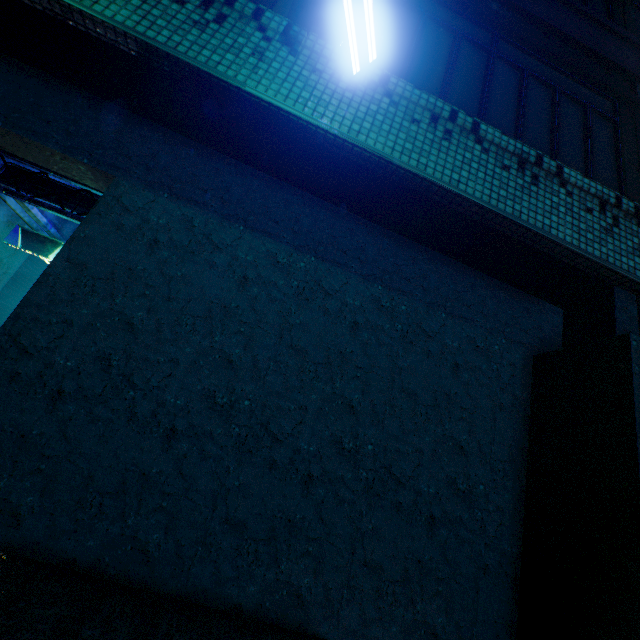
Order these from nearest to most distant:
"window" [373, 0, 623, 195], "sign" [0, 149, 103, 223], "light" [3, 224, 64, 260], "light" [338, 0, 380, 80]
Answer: "light" [338, 0, 380, 80] → "window" [373, 0, 623, 195] → "sign" [0, 149, 103, 223] → "light" [3, 224, 64, 260]

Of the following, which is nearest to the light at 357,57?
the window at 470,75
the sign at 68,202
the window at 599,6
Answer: the window at 470,75

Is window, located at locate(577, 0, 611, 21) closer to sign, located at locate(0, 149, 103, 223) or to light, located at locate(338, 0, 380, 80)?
light, located at locate(338, 0, 380, 80)

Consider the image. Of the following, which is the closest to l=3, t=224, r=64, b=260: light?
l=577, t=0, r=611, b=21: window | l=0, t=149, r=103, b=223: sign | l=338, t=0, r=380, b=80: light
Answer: l=0, t=149, r=103, b=223: sign

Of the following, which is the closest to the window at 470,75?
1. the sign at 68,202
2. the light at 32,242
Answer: the sign at 68,202

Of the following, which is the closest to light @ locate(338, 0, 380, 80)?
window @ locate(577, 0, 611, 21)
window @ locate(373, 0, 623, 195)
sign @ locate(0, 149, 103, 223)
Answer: window @ locate(373, 0, 623, 195)

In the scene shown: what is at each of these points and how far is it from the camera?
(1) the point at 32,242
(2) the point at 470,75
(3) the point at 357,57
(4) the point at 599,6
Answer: (1) light, 4.3 meters
(2) window, 3.1 meters
(3) light, 1.9 meters
(4) window, 4.4 meters
